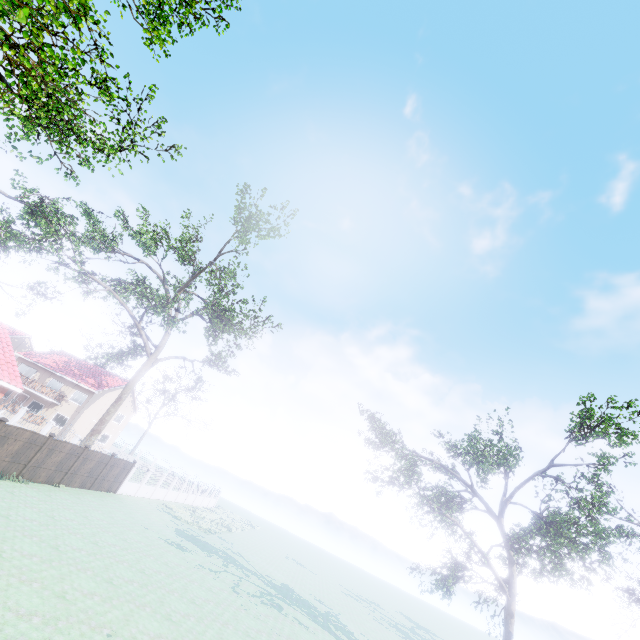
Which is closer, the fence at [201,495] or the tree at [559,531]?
the tree at [559,531]

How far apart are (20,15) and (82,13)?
5.72m

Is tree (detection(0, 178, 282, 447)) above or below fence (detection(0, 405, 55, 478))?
above

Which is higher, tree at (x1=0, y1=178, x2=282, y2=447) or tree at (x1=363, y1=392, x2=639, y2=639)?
tree at (x1=0, y1=178, x2=282, y2=447)

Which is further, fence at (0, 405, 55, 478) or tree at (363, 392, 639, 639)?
fence at (0, 405, 55, 478)

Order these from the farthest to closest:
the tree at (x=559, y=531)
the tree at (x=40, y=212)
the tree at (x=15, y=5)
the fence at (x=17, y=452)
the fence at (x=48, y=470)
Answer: the tree at (x=40, y=212) < the fence at (x=48, y=470) < the fence at (x=17, y=452) < the tree at (x=559, y=531) < the tree at (x=15, y=5)

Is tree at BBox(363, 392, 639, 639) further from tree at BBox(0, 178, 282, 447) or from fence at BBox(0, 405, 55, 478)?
tree at BBox(0, 178, 282, 447)
